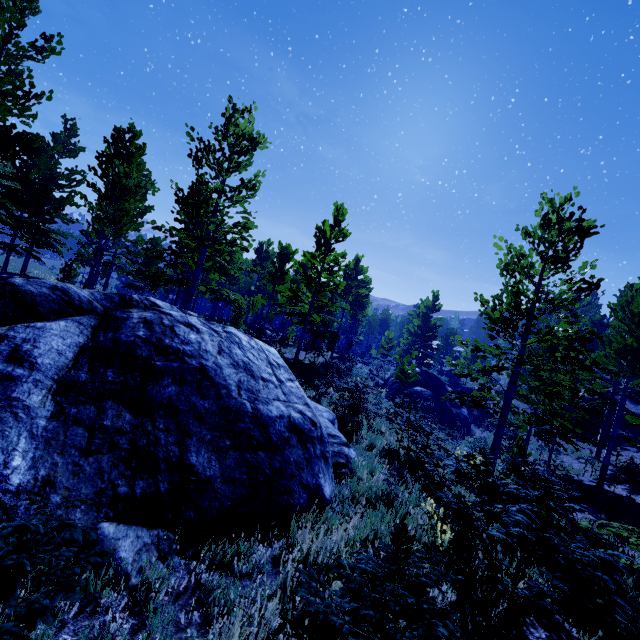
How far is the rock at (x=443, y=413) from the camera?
23.5m

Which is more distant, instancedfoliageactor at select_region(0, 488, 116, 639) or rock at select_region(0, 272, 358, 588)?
rock at select_region(0, 272, 358, 588)

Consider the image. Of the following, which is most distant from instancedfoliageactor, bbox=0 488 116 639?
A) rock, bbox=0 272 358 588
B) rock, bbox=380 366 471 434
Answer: rock, bbox=380 366 471 434

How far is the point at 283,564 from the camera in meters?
3.7 m

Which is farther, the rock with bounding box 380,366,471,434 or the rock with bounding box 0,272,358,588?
the rock with bounding box 380,366,471,434

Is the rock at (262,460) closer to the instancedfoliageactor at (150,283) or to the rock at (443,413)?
the instancedfoliageactor at (150,283)
